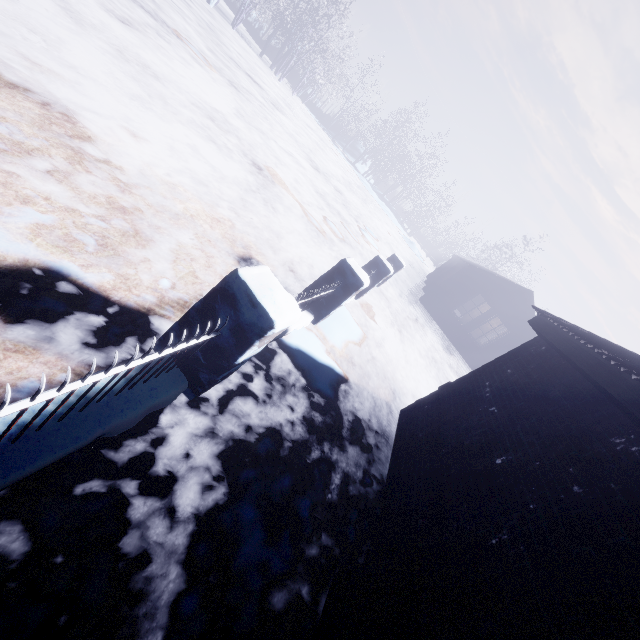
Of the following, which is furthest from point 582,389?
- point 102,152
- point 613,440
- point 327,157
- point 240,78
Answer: point 327,157

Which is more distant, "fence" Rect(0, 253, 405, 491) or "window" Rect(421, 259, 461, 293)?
"window" Rect(421, 259, 461, 293)

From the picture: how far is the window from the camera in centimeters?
1581cm

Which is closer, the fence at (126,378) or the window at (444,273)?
the fence at (126,378)

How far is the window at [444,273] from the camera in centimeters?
1581cm

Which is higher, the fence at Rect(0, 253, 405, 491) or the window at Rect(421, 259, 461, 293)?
the window at Rect(421, 259, 461, 293)
